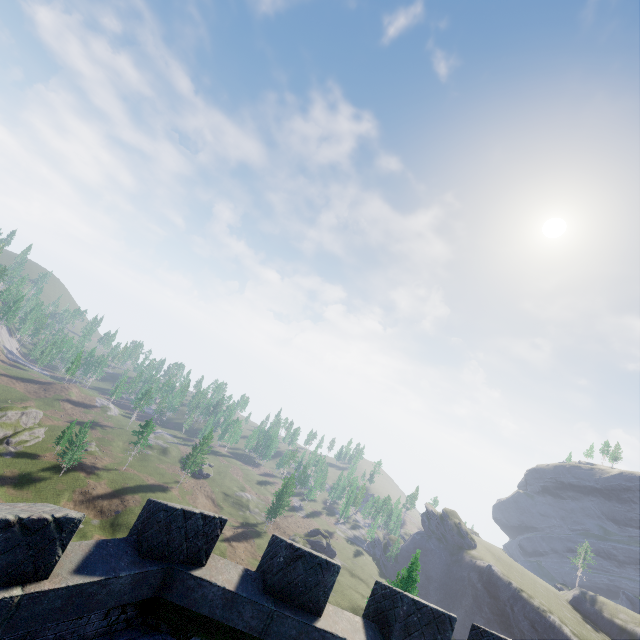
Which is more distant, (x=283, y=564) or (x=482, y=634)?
(x=482, y=634)
